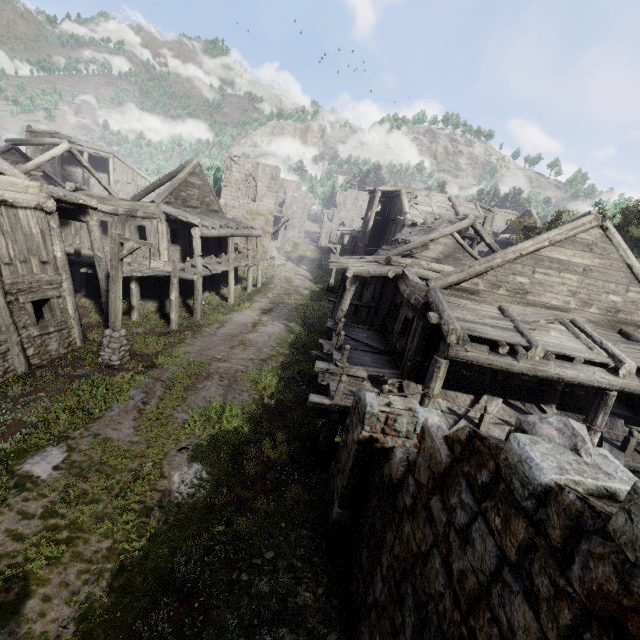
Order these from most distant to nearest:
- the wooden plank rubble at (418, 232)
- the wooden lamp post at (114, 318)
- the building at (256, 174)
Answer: the wooden plank rubble at (418, 232), the wooden lamp post at (114, 318), the building at (256, 174)

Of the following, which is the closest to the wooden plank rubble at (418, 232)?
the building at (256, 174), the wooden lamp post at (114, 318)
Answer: the building at (256, 174)

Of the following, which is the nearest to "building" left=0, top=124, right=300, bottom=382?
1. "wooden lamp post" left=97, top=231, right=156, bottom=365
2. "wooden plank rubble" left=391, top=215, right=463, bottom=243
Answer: "wooden plank rubble" left=391, top=215, right=463, bottom=243

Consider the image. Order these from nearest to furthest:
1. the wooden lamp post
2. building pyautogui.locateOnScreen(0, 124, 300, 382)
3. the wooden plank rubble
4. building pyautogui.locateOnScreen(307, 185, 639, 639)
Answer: building pyautogui.locateOnScreen(307, 185, 639, 639) → building pyautogui.locateOnScreen(0, 124, 300, 382) → the wooden lamp post → the wooden plank rubble

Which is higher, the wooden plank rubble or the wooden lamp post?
the wooden plank rubble

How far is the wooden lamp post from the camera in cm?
1091

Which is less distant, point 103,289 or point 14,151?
point 103,289
